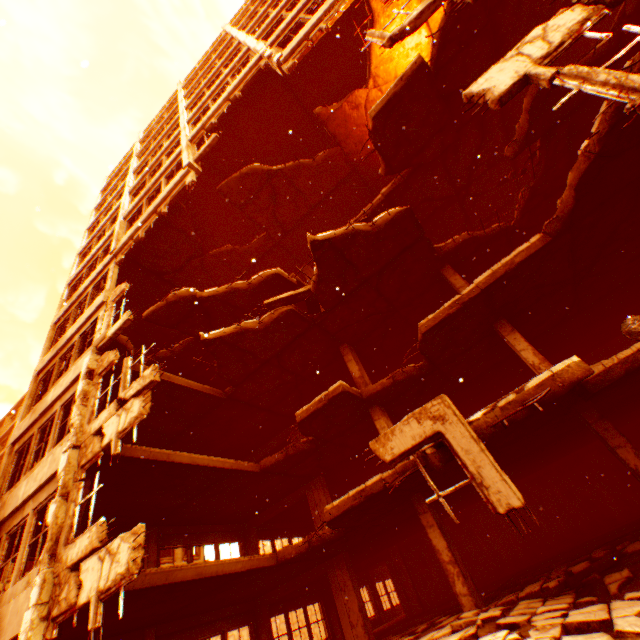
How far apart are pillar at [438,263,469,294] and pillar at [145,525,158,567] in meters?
14.5 m

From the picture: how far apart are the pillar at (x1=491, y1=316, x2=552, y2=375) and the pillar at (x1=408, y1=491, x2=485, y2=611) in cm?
460

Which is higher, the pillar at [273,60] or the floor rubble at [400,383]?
the pillar at [273,60]

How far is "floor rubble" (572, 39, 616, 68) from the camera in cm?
811

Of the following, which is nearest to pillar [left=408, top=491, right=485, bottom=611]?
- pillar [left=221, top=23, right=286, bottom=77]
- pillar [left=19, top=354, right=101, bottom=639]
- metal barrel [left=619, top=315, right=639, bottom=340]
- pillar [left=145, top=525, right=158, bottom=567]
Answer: metal barrel [left=619, top=315, right=639, bottom=340]

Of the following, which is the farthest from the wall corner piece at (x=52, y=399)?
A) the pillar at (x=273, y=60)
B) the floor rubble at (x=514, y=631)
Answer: the pillar at (x=273, y=60)

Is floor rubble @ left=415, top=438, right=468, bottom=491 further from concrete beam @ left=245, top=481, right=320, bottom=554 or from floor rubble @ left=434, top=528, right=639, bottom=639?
floor rubble @ left=434, top=528, right=639, bottom=639

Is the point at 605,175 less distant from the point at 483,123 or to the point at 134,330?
the point at 483,123
